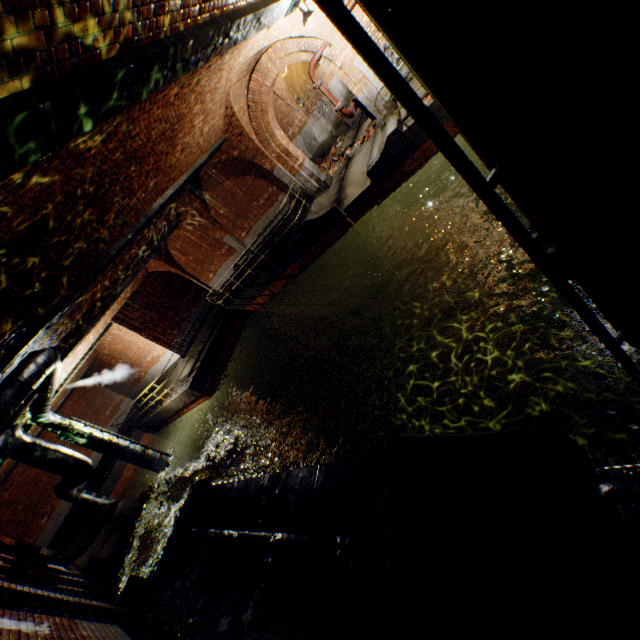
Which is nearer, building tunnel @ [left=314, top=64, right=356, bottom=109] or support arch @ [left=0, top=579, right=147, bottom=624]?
support arch @ [left=0, top=579, right=147, bottom=624]

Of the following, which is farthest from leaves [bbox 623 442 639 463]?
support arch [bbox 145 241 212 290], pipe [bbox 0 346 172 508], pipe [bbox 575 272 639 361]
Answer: support arch [bbox 145 241 212 290]

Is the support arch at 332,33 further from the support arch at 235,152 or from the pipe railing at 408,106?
the pipe railing at 408,106

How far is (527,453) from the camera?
2.59m

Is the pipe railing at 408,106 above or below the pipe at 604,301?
above

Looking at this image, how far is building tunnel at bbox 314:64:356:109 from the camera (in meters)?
20.77

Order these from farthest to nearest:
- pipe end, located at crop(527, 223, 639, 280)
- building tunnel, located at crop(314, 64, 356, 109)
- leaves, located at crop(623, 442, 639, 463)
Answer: building tunnel, located at crop(314, 64, 356, 109) < leaves, located at crop(623, 442, 639, 463) < pipe end, located at crop(527, 223, 639, 280)

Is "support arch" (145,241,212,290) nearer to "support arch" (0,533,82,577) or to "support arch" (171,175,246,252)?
"support arch" (171,175,246,252)
